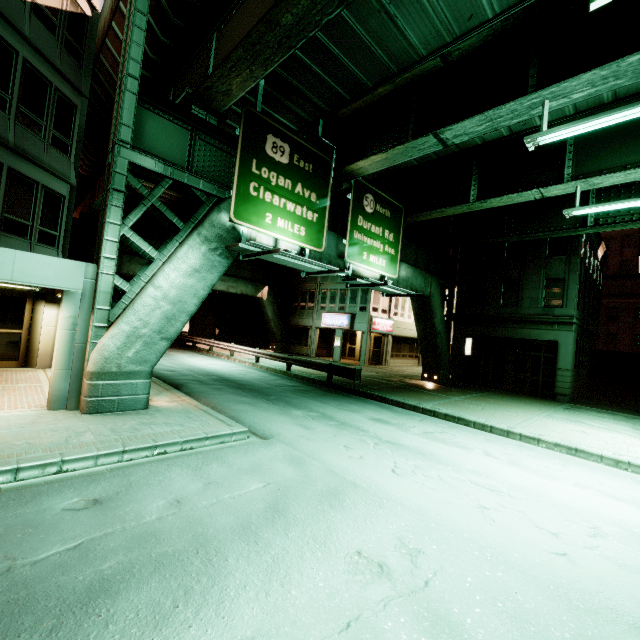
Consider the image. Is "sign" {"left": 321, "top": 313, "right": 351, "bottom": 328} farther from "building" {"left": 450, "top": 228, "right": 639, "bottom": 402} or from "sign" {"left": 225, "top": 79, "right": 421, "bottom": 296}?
"sign" {"left": 225, "top": 79, "right": 421, "bottom": 296}

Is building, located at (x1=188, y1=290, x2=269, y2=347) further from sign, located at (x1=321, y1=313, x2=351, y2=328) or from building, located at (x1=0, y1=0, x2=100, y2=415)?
building, located at (x1=0, y1=0, x2=100, y2=415)

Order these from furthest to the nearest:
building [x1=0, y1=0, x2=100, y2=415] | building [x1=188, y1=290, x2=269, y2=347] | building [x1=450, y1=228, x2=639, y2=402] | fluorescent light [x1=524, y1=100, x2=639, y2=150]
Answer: building [x1=188, y1=290, x2=269, y2=347]
building [x1=450, y1=228, x2=639, y2=402]
building [x1=0, y1=0, x2=100, y2=415]
fluorescent light [x1=524, y1=100, x2=639, y2=150]

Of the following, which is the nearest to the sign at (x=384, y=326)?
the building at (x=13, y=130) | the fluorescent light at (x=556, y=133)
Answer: the fluorescent light at (x=556, y=133)

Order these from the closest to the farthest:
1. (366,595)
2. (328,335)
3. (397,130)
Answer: (366,595) < (397,130) < (328,335)

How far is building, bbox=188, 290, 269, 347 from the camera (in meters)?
33.62

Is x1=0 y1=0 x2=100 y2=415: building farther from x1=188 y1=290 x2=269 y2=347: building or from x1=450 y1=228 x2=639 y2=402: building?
x1=450 y1=228 x2=639 y2=402: building

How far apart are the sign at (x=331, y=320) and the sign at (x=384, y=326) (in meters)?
1.75
